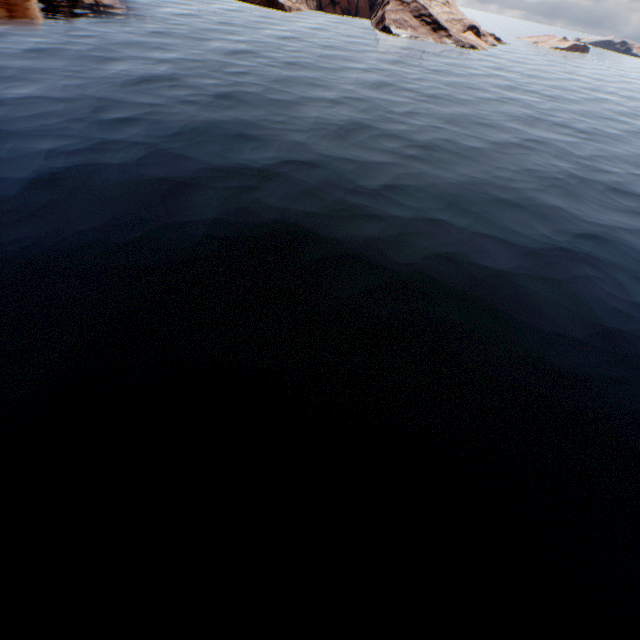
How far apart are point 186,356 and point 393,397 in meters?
7.2
